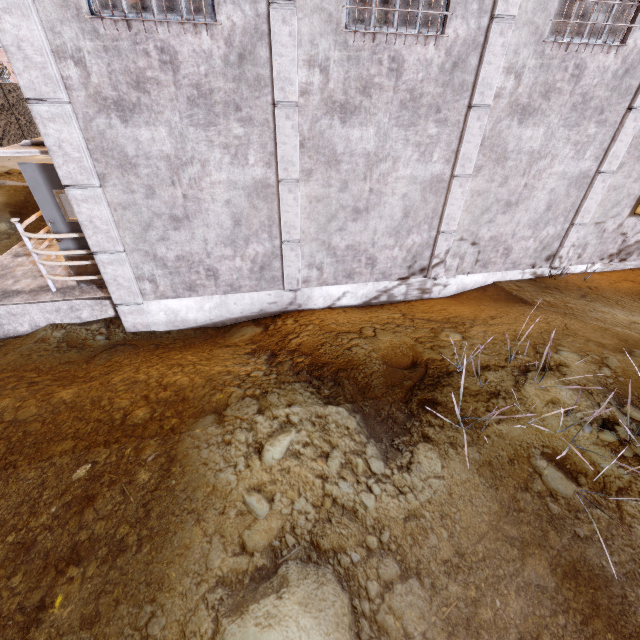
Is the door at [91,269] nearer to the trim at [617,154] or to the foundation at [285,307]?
the trim at [617,154]

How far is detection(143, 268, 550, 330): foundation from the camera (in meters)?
6.02

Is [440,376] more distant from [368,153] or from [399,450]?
[368,153]

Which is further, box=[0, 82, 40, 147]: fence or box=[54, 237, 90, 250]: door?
box=[0, 82, 40, 147]: fence

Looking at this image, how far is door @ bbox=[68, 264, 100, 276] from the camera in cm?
594

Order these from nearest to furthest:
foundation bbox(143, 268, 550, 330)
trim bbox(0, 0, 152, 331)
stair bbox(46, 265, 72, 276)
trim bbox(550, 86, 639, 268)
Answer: trim bbox(0, 0, 152, 331) < trim bbox(550, 86, 639, 268) < foundation bbox(143, 268, 550, 330) < stair bbox(46, 265, 72, 276)

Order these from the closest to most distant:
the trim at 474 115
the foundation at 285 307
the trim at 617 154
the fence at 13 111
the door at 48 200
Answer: the trim at 474 115 → the door at 48 200 → the trim at 617 154 → the foundation at 285 307 → the fence at 13 111

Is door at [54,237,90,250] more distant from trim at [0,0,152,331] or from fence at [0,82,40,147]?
fence at [0,82,40,147]
